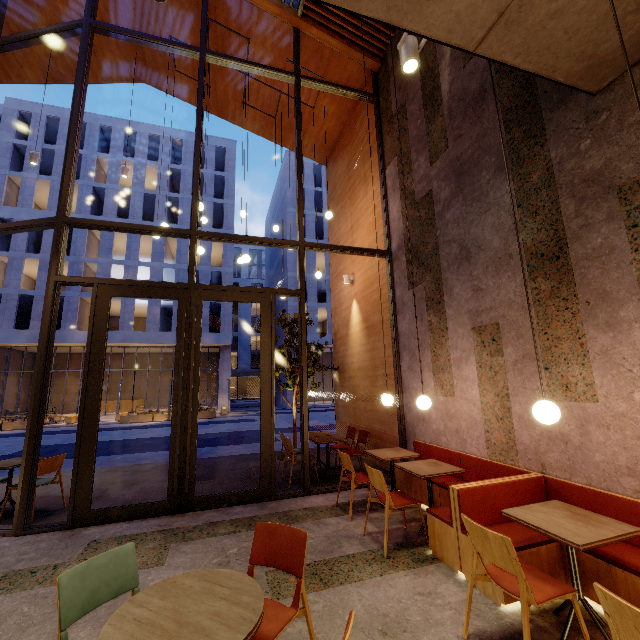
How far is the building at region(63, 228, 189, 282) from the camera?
26.7 meters

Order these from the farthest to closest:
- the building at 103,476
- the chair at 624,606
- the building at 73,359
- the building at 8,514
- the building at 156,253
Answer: the building at 156,253
the building at 73,359
the building at 103,476
the building at 8,514
the chair at 624,606

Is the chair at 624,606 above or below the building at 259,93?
below

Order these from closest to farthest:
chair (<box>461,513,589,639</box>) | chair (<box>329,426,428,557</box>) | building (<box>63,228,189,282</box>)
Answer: chair (<box>461,513,589,639</box>)
chair (<box>329,426,428,557</box>)
building (<box>63,228,189,282</box>)

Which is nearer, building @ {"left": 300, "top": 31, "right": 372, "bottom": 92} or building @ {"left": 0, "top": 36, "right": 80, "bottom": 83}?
building @ {"left": 300, "top": 31, "right": 372, "bottom": 92}

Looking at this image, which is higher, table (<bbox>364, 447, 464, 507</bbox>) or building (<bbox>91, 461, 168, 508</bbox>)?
table (<bbox>364, 447, 464, 507</bbox>)

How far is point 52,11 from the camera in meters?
7.8 m

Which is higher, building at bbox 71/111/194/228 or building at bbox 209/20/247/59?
building at bbox 71/111/194/228
